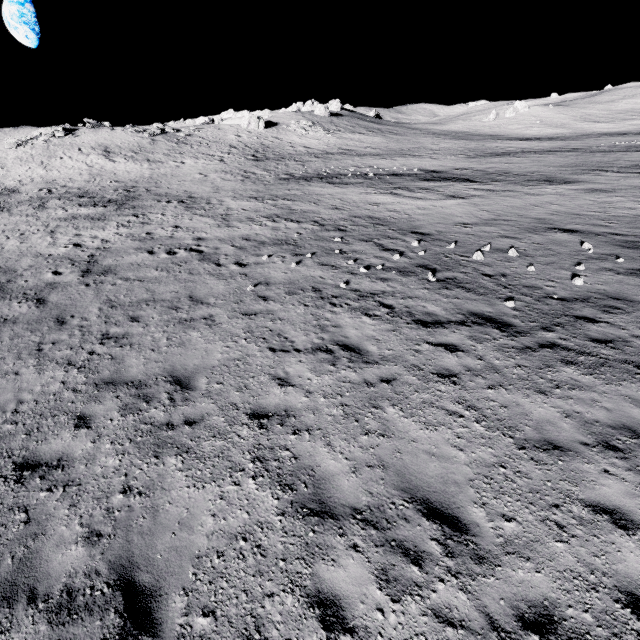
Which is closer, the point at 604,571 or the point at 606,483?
the point at 604,571

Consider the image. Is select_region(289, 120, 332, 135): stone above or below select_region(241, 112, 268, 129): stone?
below

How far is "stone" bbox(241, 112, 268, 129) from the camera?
52.88m

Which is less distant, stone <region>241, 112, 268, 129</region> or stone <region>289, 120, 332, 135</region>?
stone <region>241, 112, 268, 129</region>

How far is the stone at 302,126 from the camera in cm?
5453

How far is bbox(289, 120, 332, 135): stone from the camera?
54.5 meters

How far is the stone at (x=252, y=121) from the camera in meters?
52.9 m
